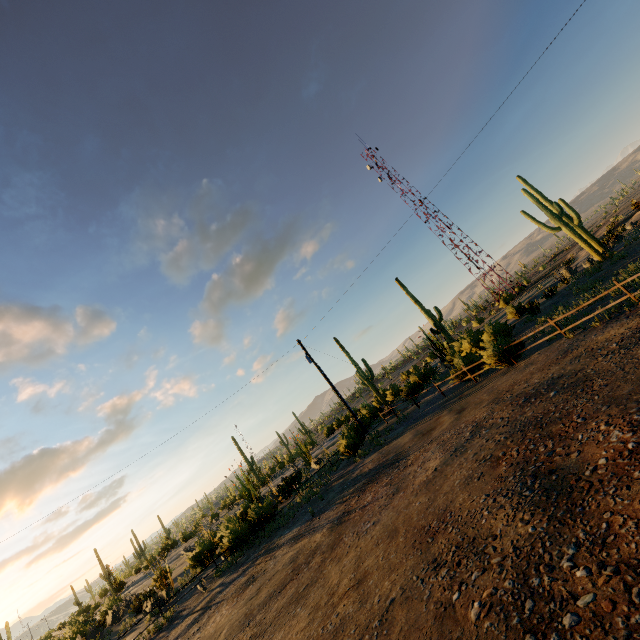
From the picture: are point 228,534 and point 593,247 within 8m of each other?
no

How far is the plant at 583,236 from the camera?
24.1 meters

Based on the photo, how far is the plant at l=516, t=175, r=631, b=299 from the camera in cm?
2411
